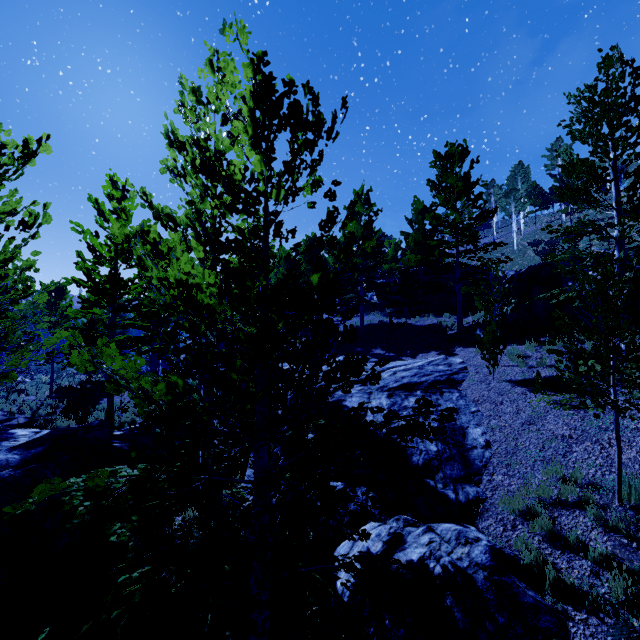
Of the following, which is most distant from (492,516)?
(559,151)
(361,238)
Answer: (559,151)

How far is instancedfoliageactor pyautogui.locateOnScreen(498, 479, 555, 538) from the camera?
6.2m

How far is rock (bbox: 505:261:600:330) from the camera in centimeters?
1293cm

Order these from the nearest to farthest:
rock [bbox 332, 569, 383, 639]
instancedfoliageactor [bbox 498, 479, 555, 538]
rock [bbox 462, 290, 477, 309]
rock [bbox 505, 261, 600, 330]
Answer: rock [bbox 332, 569, 383, 639]
instancedfoliageactor [bbox 498, 479, 555, 538]
rock [bbox 505, 261, 600, 330]
rock [bbox 462, 290, 477, 309]

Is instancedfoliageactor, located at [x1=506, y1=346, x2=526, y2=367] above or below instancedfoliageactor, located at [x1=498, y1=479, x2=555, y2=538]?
above

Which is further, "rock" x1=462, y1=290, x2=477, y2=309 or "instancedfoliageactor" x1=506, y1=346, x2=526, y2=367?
"rock" x1=462, y1=290, x2=477, y2=309

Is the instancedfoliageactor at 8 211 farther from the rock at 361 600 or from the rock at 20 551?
the rock at 361 600
